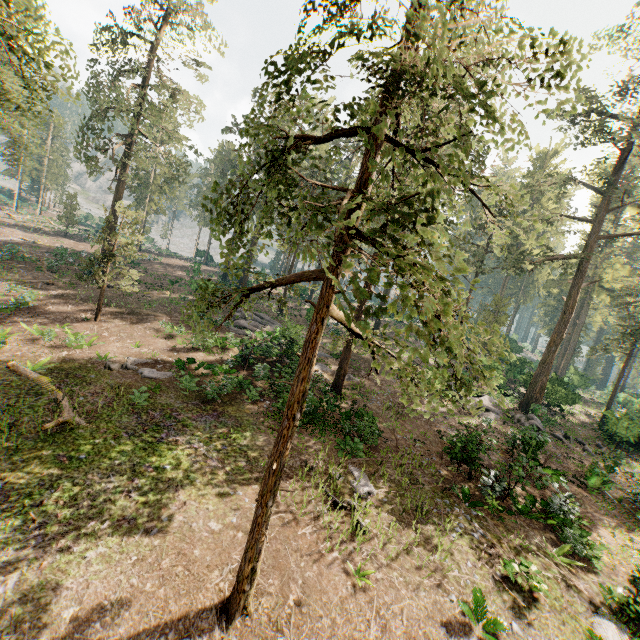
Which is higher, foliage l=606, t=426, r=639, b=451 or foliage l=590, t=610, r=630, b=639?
foliage l=606, t=426, r=639, b=451

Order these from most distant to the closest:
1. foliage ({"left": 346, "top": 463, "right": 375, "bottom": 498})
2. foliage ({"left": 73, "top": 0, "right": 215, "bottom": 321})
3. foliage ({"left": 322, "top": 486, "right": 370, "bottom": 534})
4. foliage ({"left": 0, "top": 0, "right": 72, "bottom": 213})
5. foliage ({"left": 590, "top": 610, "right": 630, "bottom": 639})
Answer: foliage ({"left": 73, "top": 0, "right": 215, "bottom": 321}), foliage ({"left": 346, "top": 463, "right": 375, "bottom": 498}), foliage ({"left": 322, "top": 486, "right": 370, "bottom": 534}), foliage ({"left": 0, "top": 0, "right": 72, "bottom": 213}), foliage ({"left": 590, "top": 610, "right": 630, "bottom": 639})

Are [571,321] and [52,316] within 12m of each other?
no

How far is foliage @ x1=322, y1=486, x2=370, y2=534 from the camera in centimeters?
1098cm

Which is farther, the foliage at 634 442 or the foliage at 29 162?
the foliage at 634 442

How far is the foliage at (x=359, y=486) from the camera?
12.6 meters
